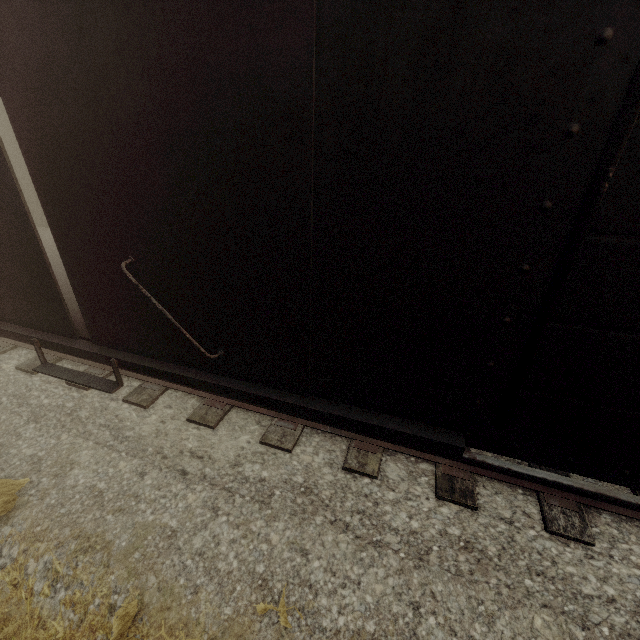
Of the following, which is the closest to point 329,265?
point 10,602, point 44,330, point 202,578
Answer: point 202,578
